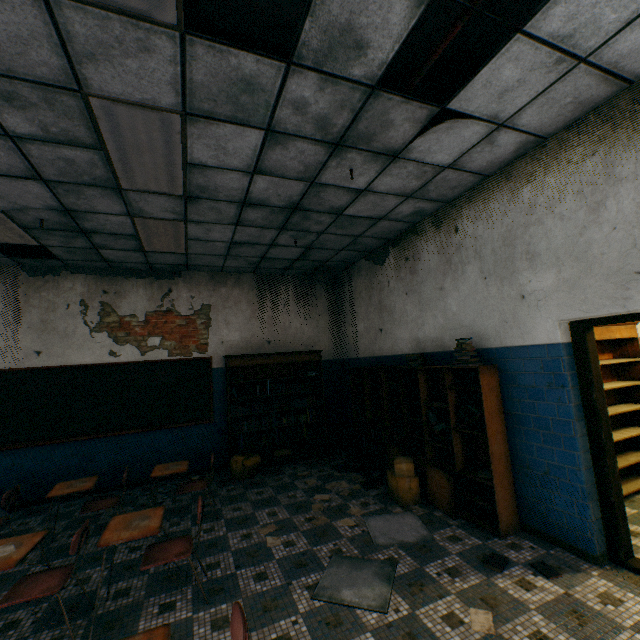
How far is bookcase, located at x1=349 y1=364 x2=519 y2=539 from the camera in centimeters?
351cm

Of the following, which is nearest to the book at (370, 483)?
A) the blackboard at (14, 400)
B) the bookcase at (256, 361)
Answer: the bookcase at (256, 361)

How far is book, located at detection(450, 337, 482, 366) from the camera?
3.7 meters

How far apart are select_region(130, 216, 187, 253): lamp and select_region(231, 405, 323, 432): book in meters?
3.0 m

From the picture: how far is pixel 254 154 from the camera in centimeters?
309cm

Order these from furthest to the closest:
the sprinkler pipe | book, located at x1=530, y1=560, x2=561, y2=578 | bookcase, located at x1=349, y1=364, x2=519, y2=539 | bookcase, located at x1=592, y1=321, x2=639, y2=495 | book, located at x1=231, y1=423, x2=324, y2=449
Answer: book, located at x1=231, y1=423, x2=324, y2=449 → bookcase, located at x1=592, y1=321, x2=639, y2=495 → bookcase, located at x1=349, y1=364, x2=519, y2=539 → book, located at x1=530, y1=560, x2=561, y2=578 → the sprinkler pipe

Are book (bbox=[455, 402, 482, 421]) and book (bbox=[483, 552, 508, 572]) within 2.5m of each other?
yes

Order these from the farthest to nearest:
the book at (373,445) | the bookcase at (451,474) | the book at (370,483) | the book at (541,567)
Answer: the book at (373,445) < the book at (370,483) < the bookcase at (451,474) < the book at (541,567)
